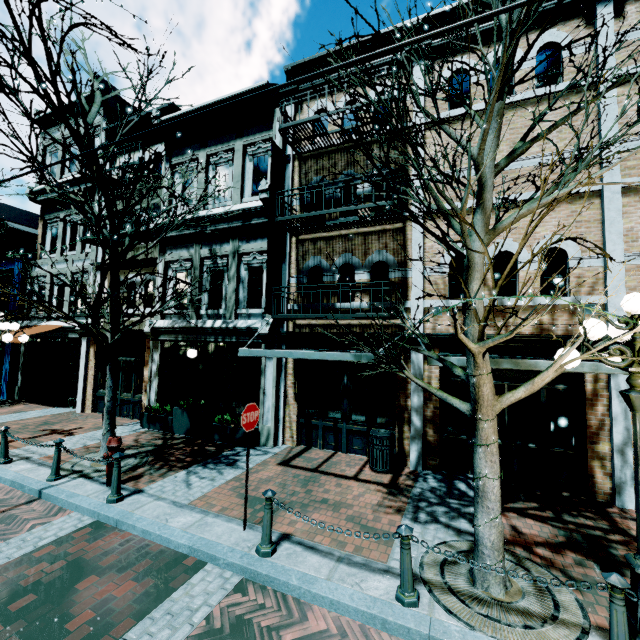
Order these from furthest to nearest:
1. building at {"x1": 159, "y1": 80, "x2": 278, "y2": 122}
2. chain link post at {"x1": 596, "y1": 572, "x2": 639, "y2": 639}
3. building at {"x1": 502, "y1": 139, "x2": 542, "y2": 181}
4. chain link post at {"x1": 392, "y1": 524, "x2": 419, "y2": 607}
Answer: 1. building at {"x1": 159, "y1": 80, "x2": 278, "y2": 122}
2. building at {"x1": 502, "y1": 139, "x2": 542, "y2": 181}
3. chain link post at {"x1": 392, "y1": 524, "x2": 419, "y2": 607}
4. chain link post at {"x1": 596, "y1": 572, "x2": 639, "y2": 639}

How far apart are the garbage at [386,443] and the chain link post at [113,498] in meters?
5.3

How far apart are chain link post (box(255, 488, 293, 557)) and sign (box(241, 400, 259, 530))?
0.5m

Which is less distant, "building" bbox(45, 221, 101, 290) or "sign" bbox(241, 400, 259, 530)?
"sign" bbox(241, 400, 259, 530)

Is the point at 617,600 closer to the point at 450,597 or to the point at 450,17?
the point at 450,597

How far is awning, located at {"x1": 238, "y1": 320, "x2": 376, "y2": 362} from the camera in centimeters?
588cm

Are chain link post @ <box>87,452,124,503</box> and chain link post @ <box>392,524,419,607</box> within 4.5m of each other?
no

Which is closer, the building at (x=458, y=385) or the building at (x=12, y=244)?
the building at (x=458, y=385)
